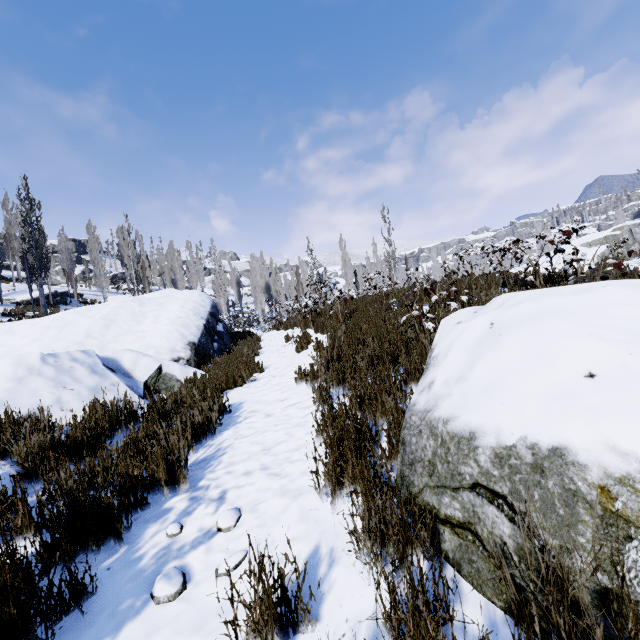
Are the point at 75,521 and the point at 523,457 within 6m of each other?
yes

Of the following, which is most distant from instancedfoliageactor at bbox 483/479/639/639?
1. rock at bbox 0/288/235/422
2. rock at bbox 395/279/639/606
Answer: rock at bbox 395/279/639/606

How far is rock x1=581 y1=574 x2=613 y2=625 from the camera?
1.0 meters

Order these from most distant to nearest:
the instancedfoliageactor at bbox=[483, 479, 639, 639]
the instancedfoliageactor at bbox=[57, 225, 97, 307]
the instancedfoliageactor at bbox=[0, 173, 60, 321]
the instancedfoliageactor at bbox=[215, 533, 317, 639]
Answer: the instancedfoliageactor at bbox=[57, 225, 97, 307] < the instancedfoliageactor at bbox=[0, 173, 60, 321] < the instancedfoliageactor at bbox=[215, 533, 317, 639] < the instancedfoliageactor at bbox=[483, 479, 639, 639]

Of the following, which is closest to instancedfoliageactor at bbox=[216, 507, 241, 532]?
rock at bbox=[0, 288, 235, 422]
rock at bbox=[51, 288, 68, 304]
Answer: rock at bbox=[0, 288, 235, 422]

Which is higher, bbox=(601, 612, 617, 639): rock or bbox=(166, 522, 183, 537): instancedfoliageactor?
bbox=(601, 612, 617, 639): rock

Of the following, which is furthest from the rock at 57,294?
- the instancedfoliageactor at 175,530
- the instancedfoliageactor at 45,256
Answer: the instancedfoliageactor at 175,530

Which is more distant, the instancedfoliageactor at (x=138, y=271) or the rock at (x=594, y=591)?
the instancedfoliageactor at (x=138, y=271)
